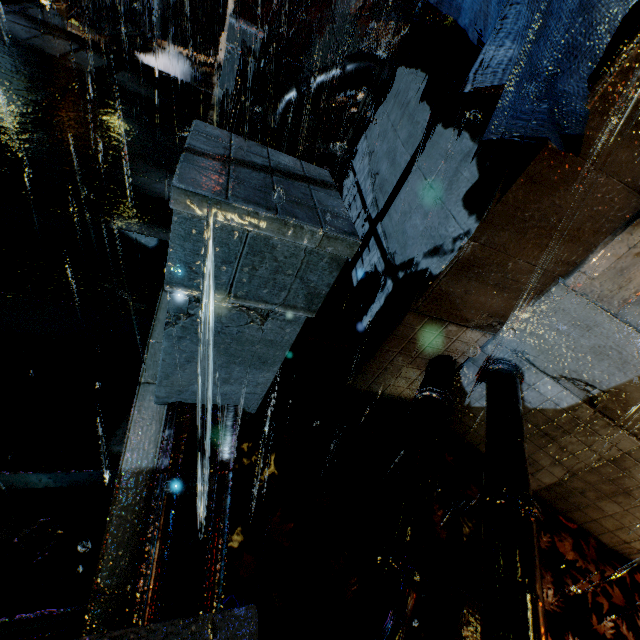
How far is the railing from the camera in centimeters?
320cm

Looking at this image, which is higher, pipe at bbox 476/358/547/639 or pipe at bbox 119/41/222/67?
pipe at bbox 476/358/547/639

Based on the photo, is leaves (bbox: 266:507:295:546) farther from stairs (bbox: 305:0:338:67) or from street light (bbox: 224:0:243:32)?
stairs (bbox: 305:0:338:67)

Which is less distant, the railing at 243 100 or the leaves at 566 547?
the railing at 243 100

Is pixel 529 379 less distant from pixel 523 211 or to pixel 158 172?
pixel 523 211

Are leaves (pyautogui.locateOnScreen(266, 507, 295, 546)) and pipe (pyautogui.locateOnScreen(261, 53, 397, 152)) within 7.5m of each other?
no

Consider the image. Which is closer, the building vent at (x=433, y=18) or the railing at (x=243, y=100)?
the railing at (x=243, y=100)

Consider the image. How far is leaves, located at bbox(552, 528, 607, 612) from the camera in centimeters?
471cm
